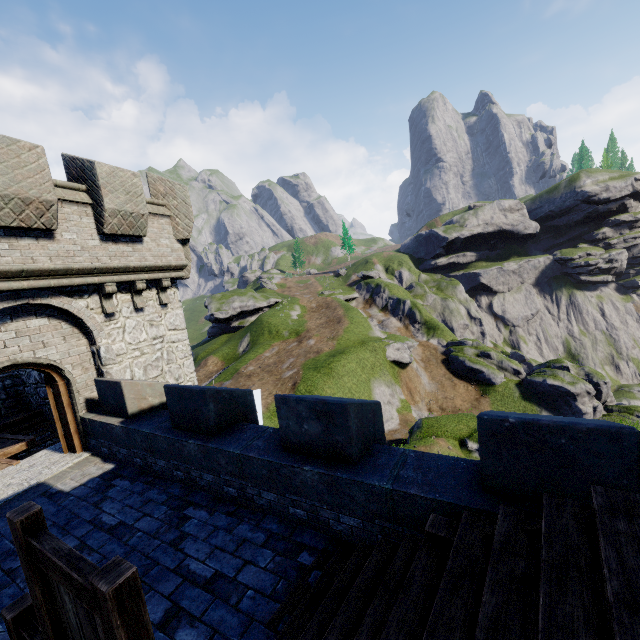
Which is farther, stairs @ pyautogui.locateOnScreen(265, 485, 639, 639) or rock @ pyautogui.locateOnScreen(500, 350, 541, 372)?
rock @ pyautogui.locateOnScreen(500, 350, 541, 372)

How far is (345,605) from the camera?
3.2m

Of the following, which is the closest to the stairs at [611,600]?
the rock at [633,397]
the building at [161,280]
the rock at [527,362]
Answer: the building at [161,280]

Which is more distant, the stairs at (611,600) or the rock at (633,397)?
the rock at (633,397)

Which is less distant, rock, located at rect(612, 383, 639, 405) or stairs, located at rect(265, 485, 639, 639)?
stairs, located at rect(265, 485, 639, 639)

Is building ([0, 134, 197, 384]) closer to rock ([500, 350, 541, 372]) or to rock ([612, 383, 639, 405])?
rock ([500, 350, 541, 372])

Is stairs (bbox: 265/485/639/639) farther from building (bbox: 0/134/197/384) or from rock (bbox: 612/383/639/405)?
rock (bbox: 612/383/639/405)

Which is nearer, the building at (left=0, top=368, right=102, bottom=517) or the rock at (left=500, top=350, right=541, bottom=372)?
the building at (left=0, top=368, right=102, bottom=517)
